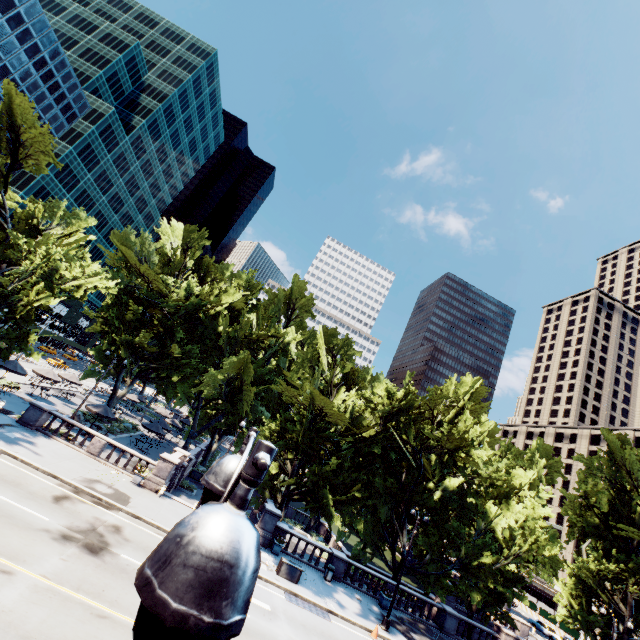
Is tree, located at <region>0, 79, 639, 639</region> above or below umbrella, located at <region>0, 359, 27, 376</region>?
above

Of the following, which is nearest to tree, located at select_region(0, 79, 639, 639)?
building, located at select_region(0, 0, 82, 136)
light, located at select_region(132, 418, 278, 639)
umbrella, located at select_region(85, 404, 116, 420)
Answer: umbrella, located at select_region(85, 404, 116, 420)

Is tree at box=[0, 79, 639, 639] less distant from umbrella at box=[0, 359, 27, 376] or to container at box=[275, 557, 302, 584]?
umbrella at box=[0, 359, 27, 376]

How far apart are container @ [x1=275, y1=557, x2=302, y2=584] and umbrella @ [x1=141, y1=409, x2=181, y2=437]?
23.58m

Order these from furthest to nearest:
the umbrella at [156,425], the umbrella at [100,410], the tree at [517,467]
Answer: the umbrella at [156,425], the umbrella at [100,410], the tree at [517,467]

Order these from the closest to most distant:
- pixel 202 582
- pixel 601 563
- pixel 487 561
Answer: pixel 202 582 < pixel 487 561 < pixel 601 563

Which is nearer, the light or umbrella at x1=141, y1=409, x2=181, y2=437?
the light

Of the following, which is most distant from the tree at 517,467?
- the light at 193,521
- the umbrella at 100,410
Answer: the light at 193,521
